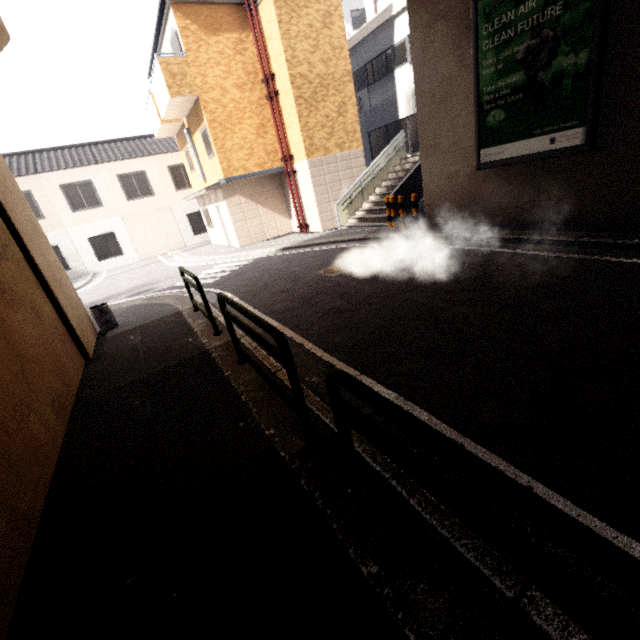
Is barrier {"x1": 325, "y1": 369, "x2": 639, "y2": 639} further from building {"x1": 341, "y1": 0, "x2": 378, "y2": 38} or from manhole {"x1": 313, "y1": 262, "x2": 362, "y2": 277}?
building {"x1": 341, "y1": 0, "x2": 378, "y2": 38}

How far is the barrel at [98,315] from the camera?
7.2 meters

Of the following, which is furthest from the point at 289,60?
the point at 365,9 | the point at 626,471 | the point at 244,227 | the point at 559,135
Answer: the point at 365,9

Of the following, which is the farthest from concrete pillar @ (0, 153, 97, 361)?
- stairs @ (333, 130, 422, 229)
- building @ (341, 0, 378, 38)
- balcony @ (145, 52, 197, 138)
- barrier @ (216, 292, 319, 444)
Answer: building @ (341, 0, 378, 38)

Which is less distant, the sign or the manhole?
the sign

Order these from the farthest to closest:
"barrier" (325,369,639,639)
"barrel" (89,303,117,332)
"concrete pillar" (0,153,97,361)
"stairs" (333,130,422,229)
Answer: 1. "stairs" (333,130,422,229)
2. "barrel" (89,303,117,332)
3. "concrete pillar" (0,153,97,361)
4. "barrier" (325,369,639,639)

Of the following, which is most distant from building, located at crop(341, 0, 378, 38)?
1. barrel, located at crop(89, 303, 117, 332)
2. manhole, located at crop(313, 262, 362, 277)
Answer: barrel, located at crop(89, 303, 117, 332)

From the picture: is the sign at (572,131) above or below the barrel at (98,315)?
above
